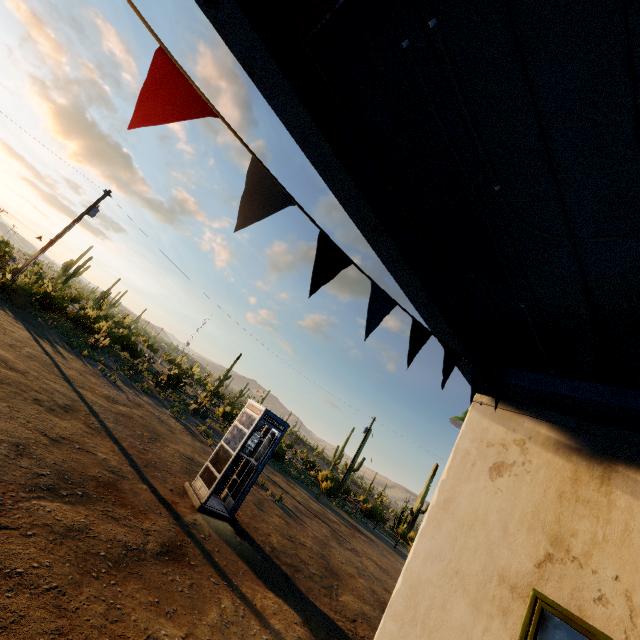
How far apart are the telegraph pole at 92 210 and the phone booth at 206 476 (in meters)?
17.92

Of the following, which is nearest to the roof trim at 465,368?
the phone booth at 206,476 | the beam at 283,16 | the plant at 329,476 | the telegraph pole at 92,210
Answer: the beam at 283,16

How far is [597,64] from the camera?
1.3m

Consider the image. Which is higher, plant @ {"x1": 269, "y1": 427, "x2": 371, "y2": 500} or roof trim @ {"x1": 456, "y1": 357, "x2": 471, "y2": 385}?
roof trim @ {"x1": 456, "y1": 357, "x2": 471, "y2": 385}

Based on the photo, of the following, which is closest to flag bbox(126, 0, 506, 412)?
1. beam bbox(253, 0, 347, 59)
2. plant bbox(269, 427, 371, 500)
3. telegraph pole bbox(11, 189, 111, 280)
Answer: beam bbox(253, 0, 347, 59)

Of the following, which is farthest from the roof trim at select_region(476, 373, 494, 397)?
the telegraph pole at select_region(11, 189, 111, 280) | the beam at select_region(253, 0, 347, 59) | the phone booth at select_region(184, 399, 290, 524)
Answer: the telegraph pole at select_region(11, 189, 111, 280)

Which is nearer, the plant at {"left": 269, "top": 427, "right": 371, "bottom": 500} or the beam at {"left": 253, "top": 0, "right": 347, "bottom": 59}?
the beam at {"left": 253, "top": 0, "right": 347, "bottom": 59}

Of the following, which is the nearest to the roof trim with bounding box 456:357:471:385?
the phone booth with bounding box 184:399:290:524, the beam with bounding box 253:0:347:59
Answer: the beam with bounding box 253:0:347:59
